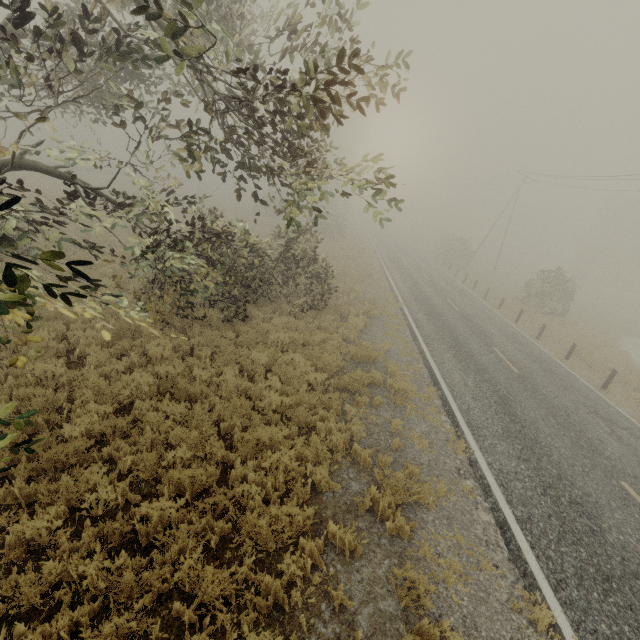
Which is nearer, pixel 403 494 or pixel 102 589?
pixel 102 589

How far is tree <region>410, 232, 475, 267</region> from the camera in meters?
38.8 m

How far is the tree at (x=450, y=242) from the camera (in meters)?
38.75
